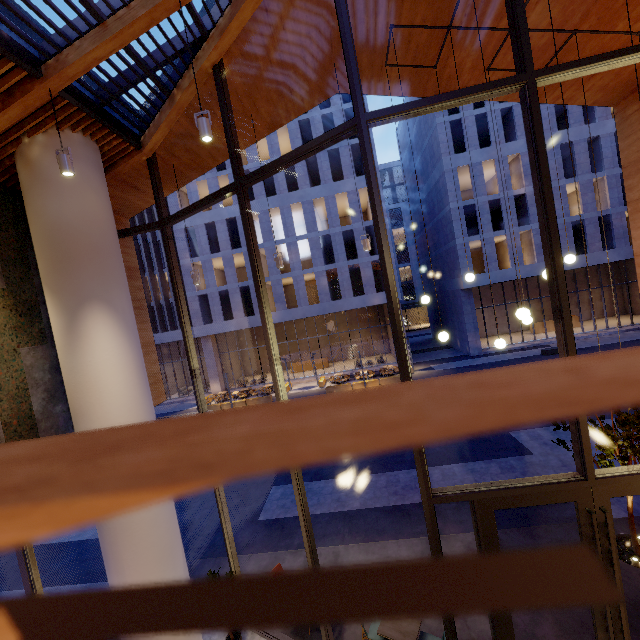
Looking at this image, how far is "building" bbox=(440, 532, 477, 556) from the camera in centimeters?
762cm

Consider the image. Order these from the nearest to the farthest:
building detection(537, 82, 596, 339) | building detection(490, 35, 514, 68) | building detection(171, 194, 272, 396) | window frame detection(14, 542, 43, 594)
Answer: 1. window frame detection(14, 542, 43, 594)
2. building detection(490, 35, 514, 68)
3. building detection(537, 82, 596, 339)
4. building detection(171, 194, 272, 396)

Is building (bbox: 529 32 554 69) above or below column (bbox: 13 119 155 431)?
above

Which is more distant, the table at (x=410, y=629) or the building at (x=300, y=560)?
the building at (x=300, y=560)

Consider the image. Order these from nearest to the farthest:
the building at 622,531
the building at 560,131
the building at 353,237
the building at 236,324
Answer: the building at 622,531 < the building at 560,131 < the building at 353,237 < the building at 236,324

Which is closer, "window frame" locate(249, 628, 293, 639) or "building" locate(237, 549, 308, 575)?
"window frame" locate(249, 628, 293, 639)

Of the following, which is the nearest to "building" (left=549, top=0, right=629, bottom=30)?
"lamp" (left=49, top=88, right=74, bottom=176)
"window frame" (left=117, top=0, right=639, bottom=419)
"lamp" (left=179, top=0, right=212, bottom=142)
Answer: "window frame" (left=117, top=0, right=639, bottom=419)

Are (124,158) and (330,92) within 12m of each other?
yes
